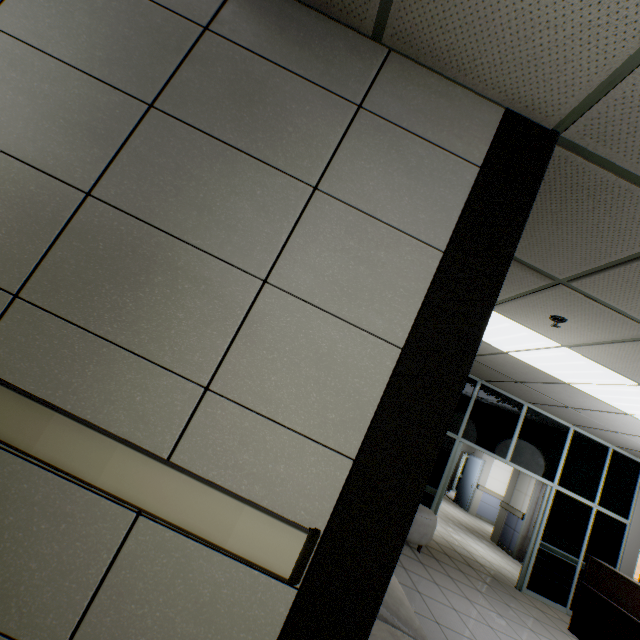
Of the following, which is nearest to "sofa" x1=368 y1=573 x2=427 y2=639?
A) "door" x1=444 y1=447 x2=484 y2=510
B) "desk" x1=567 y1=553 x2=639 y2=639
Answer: "desk" x1=567 y1=553 x2=639 y2=639

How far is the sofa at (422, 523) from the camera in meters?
5.2 m

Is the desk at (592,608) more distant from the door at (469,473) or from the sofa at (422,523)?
the door at (469,473)

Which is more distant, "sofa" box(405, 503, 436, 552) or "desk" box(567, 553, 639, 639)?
"sofa" box(405, 503, 436, 552)

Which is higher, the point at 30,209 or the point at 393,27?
A: the point at 393,27

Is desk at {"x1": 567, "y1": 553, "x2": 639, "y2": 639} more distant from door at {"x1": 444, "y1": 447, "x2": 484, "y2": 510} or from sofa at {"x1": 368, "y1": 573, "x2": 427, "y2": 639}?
door at {"x1": 444, "y1": 447, "x2": 484, "y2": 510}

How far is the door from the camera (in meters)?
12.50
